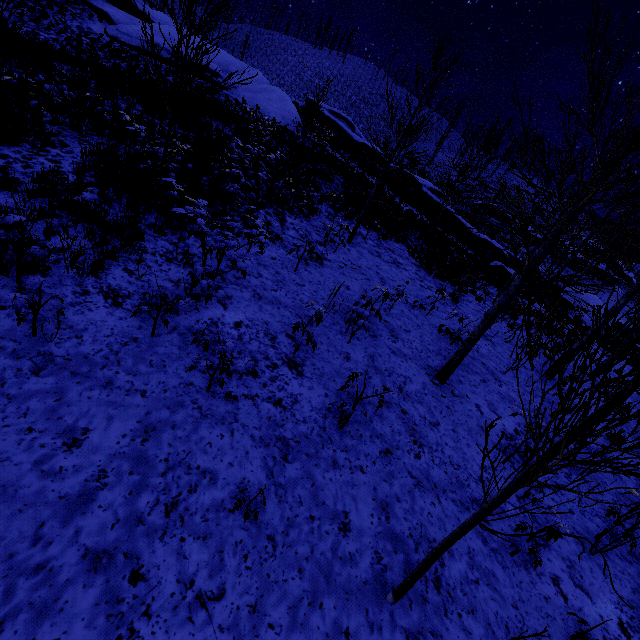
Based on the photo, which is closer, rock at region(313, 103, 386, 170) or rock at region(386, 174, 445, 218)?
rock at region(386, 174, 445, 218)

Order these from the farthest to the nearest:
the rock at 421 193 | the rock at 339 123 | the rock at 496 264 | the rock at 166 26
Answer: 1. the rock at 339 123
2. the rock at 421 193
3. the rock at 166 26
4. the rock at 496 264

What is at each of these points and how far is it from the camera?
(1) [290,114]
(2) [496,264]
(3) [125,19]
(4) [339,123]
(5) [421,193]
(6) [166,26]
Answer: (1) rock, 25.6m
(2) rock, 21.1m
(3) rock, 23.0m
(4) rock, 29.2m
(5) rock, 26.2m
(6) rock, 24.7m

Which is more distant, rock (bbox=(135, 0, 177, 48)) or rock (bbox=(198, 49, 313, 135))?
rock (bbox=(198, 49, 313, 135))

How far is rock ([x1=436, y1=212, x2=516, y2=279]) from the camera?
21.2m

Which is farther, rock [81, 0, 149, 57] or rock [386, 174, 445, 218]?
rock [386, 174, 445, 218]

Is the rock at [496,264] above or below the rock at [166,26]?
below

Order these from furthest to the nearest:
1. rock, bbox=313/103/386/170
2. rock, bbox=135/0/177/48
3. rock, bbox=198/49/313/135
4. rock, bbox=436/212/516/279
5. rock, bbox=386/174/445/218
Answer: rock, bbox=313/103/386/170, rock, bbox=386/174/445/218, rock, bbox=198/49/313/135, rock, bbox=135/0/177/48, rock, bbox=436/212/516/279
